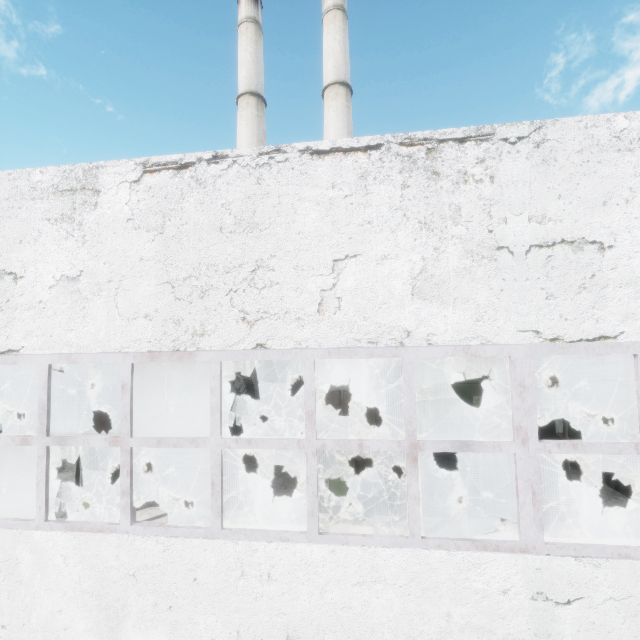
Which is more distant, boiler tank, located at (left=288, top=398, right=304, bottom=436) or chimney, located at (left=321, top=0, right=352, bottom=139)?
chimney, located at (left=321, top=0, right=352, bottom=139)

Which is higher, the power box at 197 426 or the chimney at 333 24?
the chimney at 333 24

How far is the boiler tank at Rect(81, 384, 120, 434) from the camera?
11.5 meters

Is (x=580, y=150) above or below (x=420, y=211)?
above

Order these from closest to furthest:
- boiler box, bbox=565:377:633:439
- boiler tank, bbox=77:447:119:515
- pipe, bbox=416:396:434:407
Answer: boiler tank, bbox=77:447:119:515
boiler box, bbox=565:377:633:439
pipe, bbox=416:396:434:407

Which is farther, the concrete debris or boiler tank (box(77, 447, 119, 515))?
the concrete debris

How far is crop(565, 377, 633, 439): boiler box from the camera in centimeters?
1102cm

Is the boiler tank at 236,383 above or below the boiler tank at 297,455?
above
